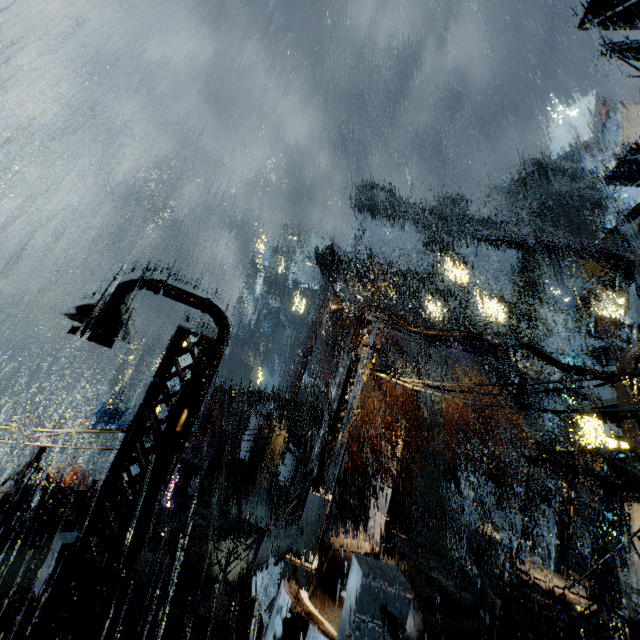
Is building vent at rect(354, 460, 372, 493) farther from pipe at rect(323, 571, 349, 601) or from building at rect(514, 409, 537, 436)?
pipe at rect(323, 571, 349, 601)

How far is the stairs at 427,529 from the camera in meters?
30.2 m

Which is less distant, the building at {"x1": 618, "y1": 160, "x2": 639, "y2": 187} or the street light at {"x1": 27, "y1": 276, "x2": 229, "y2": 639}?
the street light at {"x1": 27, "y1": 276, "x2": 229, "y2": 639}

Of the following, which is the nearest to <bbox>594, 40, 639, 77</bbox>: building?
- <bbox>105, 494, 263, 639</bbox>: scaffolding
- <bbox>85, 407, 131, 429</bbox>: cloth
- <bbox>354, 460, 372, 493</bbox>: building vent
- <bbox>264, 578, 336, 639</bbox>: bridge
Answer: <bbox>264, 578, 336, 639</bbox>: bridge

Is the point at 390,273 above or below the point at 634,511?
above

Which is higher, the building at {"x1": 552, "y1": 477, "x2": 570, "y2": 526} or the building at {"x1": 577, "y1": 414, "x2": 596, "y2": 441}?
the building at {"x1": 577, "y1": 414, "x2": 596, "y2": 441}

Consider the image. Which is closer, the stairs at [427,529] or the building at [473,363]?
the stairs at [427,529]

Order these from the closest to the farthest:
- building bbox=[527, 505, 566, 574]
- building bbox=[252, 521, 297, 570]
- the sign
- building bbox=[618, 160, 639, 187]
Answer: building bbox=[252, 521, 297, 570] → building bbox=[527, 505, 566, 574] → the sign → building bbox=[618, 160, 639, 187]
